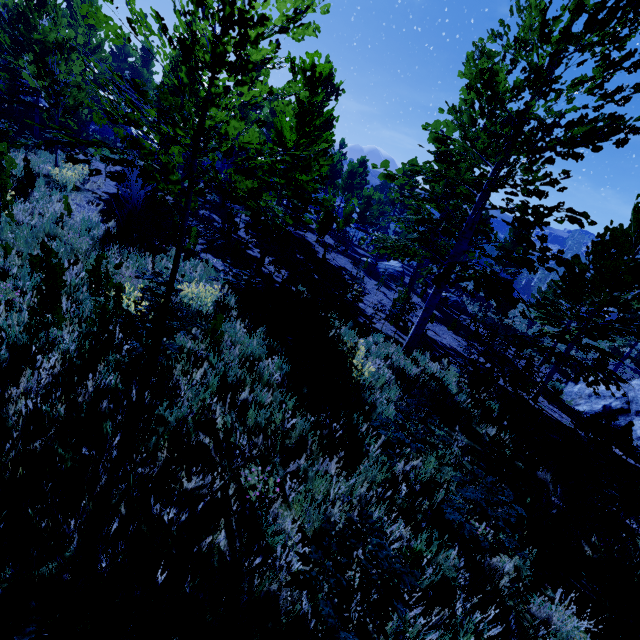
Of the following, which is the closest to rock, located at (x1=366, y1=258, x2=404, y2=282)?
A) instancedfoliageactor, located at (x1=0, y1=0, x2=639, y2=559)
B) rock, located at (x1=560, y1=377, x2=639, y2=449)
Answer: instancedfoliageactor, located at (x1=0, y1=0, x2=639, y2=559)

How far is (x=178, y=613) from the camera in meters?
2.2

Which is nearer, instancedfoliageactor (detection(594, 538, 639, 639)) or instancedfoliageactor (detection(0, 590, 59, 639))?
instancedfoliageactor (detection(0, 590, 59, 639))

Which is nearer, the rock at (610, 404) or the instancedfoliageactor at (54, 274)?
the instancedfoliageactor at (54, 274)

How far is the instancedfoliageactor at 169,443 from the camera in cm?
295

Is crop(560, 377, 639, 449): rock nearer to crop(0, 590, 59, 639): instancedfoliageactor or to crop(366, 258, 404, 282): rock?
crop(0, 590, 59, 639): instancedfoliageactor
